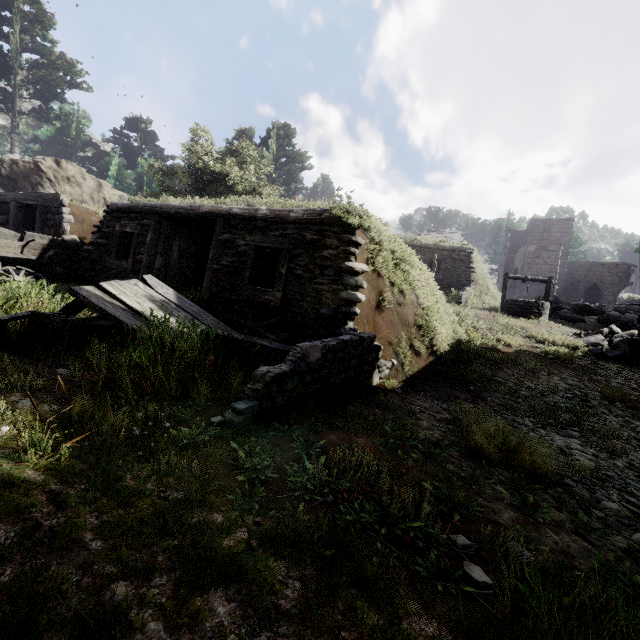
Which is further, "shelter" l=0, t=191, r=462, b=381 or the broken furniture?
"shelter" l=0, t=191, r=462, b=381

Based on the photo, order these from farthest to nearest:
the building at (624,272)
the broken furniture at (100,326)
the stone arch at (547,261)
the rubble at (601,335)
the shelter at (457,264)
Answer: the building at (624,272) < the stone arch at (547,261) < the shelter at (457,264) < the rubble at (601,335) < the broken furniture at (100,326)

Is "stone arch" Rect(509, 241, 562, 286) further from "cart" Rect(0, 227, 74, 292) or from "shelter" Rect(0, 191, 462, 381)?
"cart" Rect(0, 227, 74, 292)

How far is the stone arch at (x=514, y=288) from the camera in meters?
29.8

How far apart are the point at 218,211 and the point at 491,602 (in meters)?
7.79

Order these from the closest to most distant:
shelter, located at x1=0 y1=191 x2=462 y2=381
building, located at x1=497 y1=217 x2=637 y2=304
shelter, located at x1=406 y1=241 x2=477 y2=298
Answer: shelter, located at x1=0 y1=191 x2=462 y2=381, shelter, located at x1=406 y1=241 x2=477 y2=298, building, located at x1=497 y1=217 x2=637 y2=304

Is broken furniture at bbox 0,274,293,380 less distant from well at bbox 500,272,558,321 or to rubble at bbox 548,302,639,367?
rubble at bbox 548,302,639,367

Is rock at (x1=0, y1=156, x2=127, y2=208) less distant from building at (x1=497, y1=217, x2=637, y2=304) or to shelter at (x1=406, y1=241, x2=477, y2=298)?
shelter at (x1=406, y1=241, x2=477, y2=298)
